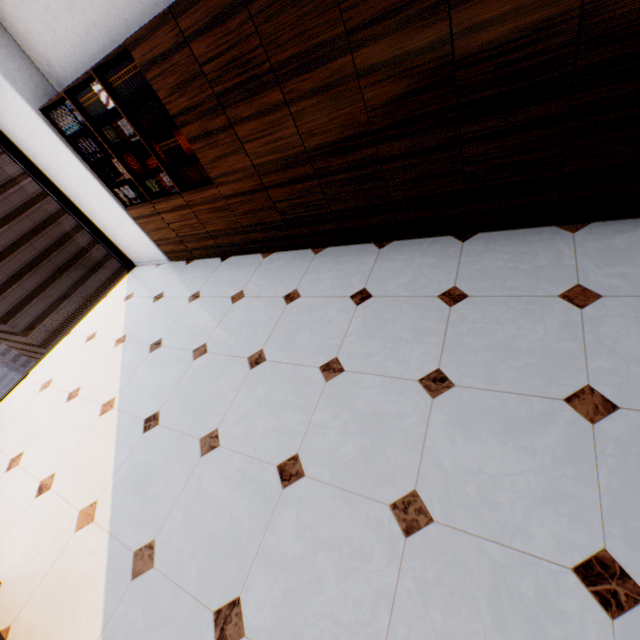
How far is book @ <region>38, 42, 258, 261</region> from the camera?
3.0 meters

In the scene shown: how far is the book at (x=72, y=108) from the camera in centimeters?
305cm

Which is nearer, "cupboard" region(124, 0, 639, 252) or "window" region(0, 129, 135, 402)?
"cupboard" region(124, 0, 639, 252)

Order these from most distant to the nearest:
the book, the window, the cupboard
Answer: the window < the book < the cupboard

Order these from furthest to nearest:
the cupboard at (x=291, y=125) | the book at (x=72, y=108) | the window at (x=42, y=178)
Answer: the window at (x=42, y=178)
the book at (x=72, y=108)
the cupboard at (x=291, y=125)

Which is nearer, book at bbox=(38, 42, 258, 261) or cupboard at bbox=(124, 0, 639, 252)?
cupboard at bbox=(124, 0, 639, 252)

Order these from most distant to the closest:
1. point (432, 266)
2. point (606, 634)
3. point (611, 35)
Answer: point (432, 266), point (611, 35), point (606, 634)

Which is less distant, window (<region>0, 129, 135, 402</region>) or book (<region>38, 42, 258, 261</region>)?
book (<region>38, 42, 258, 261</region>)
